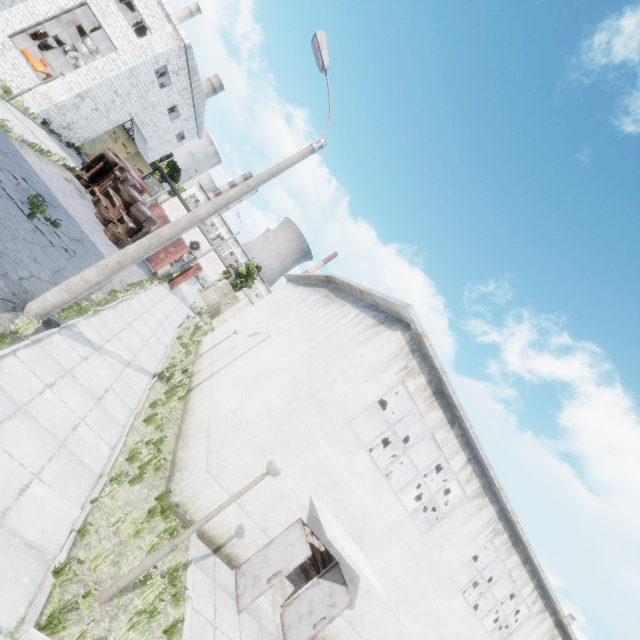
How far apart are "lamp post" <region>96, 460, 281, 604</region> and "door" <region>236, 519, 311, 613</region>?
4.0m

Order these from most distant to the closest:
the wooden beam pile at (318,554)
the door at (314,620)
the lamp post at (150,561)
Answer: the wooden beam pile at (318,554) → the door at (314,620) → the lamp post at (150,561)

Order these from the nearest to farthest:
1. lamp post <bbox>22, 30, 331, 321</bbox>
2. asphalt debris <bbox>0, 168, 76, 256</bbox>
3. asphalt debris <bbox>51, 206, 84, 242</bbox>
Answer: lamp post <bbox>22, 30, 331, 321</bbox> → asphalt debris <bbox>0, 168, 76, 256</bbox> → asphalt debris <bbox>51, 206, 84, 242</bbox>

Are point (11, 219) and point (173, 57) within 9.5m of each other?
no

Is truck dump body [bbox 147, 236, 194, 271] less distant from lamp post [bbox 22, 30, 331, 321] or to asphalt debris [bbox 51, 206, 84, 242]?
asphalt debris [bbox 51, 206, 84, 242]

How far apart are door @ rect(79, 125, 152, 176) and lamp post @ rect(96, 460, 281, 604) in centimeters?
3258cm

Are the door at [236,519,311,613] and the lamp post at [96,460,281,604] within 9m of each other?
yes

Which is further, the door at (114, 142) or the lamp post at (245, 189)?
the door at (114, 142)
